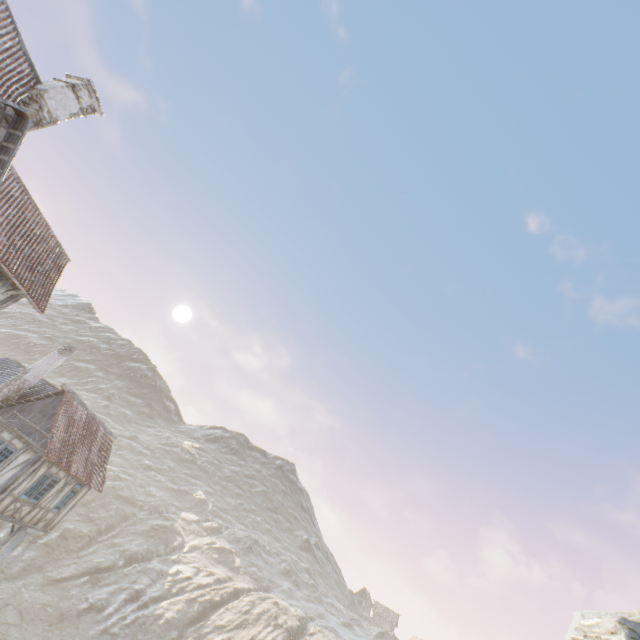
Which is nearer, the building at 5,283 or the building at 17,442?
the building at 5,283

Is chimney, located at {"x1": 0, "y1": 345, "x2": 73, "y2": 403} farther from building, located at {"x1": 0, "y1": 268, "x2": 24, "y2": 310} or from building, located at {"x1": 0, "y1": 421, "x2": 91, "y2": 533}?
building, located at {"x1": 0, "y1": 268, "x2": 24, "y2": 310}

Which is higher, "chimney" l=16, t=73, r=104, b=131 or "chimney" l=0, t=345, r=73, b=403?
"chimney" l=16, t=73, r=104, b=131

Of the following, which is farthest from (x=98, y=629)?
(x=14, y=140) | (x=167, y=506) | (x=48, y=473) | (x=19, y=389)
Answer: (x=14, y=140)

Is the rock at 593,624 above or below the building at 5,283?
above

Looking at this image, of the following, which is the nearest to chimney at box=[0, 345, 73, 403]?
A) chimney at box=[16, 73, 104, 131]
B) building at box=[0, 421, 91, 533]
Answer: building at box=[0, 421, 91, 533]

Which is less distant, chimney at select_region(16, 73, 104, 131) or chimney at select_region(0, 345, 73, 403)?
chimney at select_region(16, 73, 104, 131)

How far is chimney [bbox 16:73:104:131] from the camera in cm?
1327
